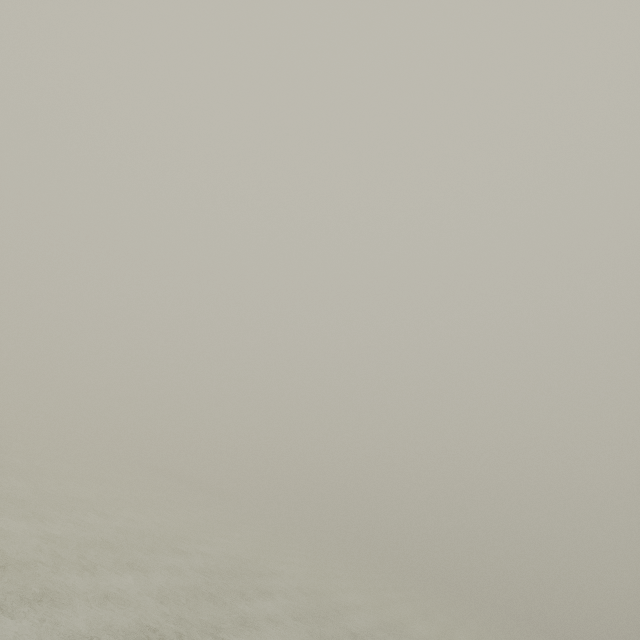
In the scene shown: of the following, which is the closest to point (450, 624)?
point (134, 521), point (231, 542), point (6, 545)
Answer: point (231, 542)
